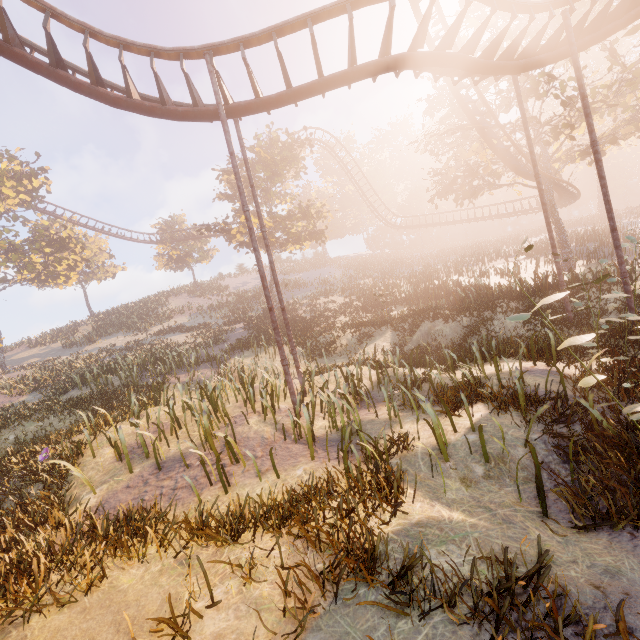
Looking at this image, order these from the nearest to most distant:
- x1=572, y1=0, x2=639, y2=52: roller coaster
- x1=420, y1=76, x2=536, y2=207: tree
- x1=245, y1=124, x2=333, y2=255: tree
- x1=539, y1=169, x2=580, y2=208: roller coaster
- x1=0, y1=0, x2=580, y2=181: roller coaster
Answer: x1=0, y1=0, x2=580, y2=181: roller coaster
x1=572, y1=0, x2=639, y2=52: roller coaster
x1=420, y1=76, x2=536, y2=207: tree
x1=539, y1=169, x2=580, y2=208: roller coaster
x1=245, y1=124, x2=333, y2=255: tree

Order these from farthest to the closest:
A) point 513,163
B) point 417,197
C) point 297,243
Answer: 1. point 417,197
2. point 297,243
3. point 513,163

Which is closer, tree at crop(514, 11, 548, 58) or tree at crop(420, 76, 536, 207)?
tree at crop(514, 11, 548, 58)

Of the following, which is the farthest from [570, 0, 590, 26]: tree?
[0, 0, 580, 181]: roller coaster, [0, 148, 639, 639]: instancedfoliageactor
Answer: [0, 148, 639, 639]: instancedfoliageactor

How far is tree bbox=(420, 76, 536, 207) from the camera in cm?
2080

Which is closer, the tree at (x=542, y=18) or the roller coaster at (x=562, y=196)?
the tree at (x=542, y=18)

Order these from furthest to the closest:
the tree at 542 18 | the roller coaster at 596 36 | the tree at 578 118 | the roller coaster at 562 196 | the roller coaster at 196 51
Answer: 1. the roller coaster at 562 196
2. the tree at 542 18
3. the tree at 578 118
4. the roller coaster at 596 36
5. the roller coaster at 196 51
